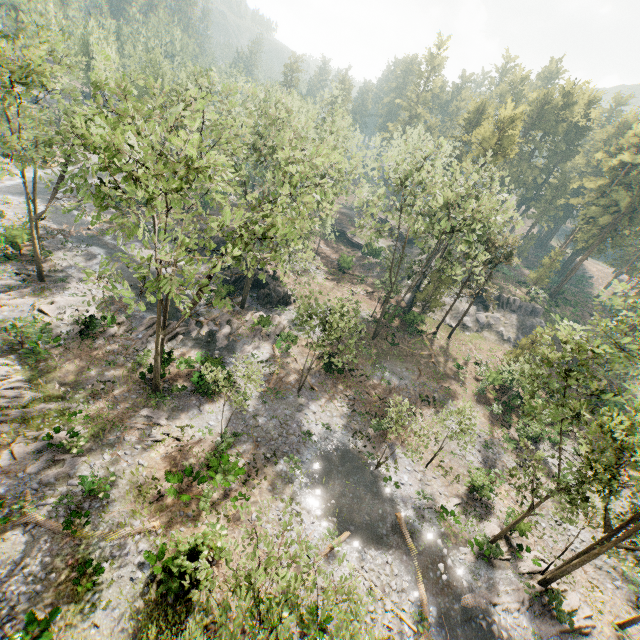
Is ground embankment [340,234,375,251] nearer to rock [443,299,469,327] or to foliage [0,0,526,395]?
foliage [0,0,526,395]

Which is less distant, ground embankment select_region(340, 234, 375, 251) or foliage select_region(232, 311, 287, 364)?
foliage select_region(232, 311, 287, 364)

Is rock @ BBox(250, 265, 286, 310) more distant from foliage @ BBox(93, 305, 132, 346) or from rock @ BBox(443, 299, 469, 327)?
rock @ BBox(443, 299, 469, 327)

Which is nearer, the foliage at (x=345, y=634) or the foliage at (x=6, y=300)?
the foliage at (x=345, y=634)

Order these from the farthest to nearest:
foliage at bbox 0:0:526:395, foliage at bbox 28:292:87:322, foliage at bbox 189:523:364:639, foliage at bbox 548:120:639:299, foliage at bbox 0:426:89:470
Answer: foliage at bbox 548:120:639:299 < foliage at bbox 28:292:87:322 < foliage at bbox 0:426:89:470 < foliage at bbox 0:0:526:395 < foliage at bbox 189:523:364:639

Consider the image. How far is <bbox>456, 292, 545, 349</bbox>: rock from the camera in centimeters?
4616cm

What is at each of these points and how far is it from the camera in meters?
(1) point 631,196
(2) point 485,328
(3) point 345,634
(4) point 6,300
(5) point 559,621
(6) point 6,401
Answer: (1) foliage, 49.1
(2) rock, 46.9
(3) foliage, 8.5
(4) foliage, 25.3
(5) foliage, 18.8
(6) foliage, 19.3

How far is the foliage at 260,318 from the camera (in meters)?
29.70
